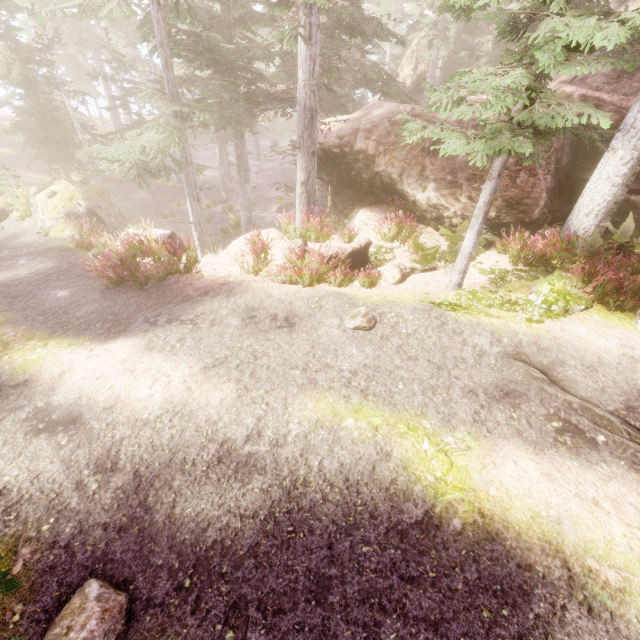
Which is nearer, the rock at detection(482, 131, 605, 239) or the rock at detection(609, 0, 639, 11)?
the rock at detection(482, 131, 605, 239)

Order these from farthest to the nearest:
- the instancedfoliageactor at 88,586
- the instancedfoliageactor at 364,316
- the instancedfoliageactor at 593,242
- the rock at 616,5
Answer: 1. the rock at 616,5
2. the instancedfoliageactor at 364,316
3. the instancedfoliageactor at 593,242
4. the instancedfoliageactor at 88,586

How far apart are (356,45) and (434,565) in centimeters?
2152cm

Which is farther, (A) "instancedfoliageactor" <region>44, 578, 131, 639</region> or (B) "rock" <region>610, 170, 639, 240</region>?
(B) "rock" <region>610, 170, 639, 240</region>

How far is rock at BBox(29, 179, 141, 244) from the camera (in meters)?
14.12

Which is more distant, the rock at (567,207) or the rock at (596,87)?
the rock at (596,87)
